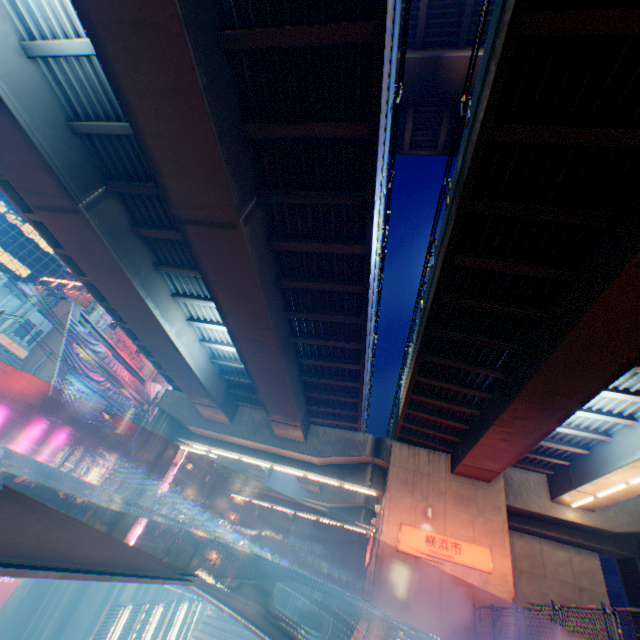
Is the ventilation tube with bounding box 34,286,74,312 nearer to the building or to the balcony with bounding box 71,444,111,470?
the balcony with bounding box 71,444,111,470

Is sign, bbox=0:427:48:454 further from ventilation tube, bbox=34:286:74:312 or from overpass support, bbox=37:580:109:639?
ventilation tube, bbox=34:286:74:312

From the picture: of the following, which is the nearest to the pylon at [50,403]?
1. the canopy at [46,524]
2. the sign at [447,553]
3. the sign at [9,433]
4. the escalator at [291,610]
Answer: the sign at [9,433]

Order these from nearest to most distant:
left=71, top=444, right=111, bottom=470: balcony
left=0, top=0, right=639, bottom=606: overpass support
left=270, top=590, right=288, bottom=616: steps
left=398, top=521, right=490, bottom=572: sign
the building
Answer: left=0, top=0, right=639, bottom=606: overpass support
left=398, top=521, right=490, bottom=572: sign
left=270, top=590, right=288, bottom=616: steps
left=71, top=444, right=111, bottom=470: balcony
the building

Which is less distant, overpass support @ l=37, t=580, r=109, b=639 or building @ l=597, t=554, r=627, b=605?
overpass support @ l=37, t=580, r=109, b=639

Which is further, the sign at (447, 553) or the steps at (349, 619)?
the steps at (349, 619)

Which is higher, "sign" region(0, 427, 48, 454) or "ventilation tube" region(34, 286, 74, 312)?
"ventilation tube" region(34, 286, 74, 312)

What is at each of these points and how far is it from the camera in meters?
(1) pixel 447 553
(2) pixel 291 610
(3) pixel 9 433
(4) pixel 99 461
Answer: (1) sign, 16.5 m
(2) escalator, 17.3 m
(3) sign, 25.2 m
(4) balcony, 32.7 m
